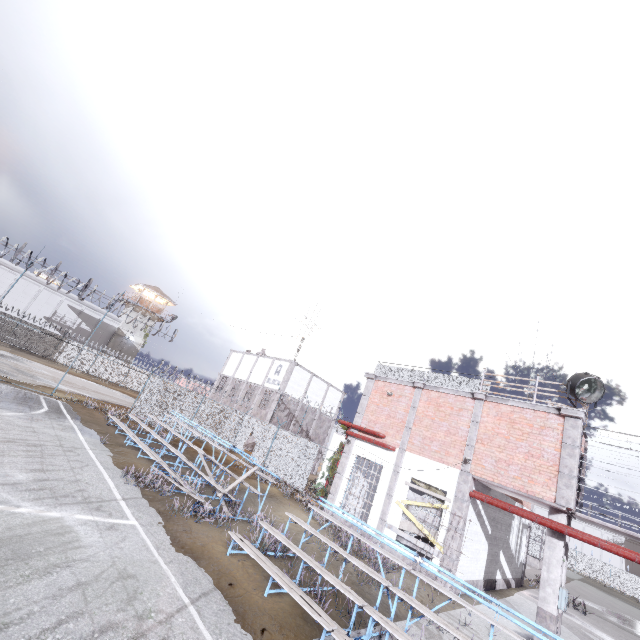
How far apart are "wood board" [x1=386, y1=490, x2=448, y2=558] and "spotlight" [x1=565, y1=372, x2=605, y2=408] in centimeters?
587cm

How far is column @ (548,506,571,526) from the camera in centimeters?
1089cm

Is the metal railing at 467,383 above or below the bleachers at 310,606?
above

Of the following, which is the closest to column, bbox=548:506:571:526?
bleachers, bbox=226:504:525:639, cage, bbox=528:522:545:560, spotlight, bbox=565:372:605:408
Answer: cage, bbox=528:522:545:560

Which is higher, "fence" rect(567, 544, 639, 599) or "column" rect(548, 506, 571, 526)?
"column" rect(548, 506, 571, 526)

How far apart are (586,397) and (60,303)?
53.9m

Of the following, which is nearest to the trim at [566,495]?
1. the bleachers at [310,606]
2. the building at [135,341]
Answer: the bleachers at [310,606]

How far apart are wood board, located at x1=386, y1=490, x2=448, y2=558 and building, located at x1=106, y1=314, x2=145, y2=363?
46.21m
